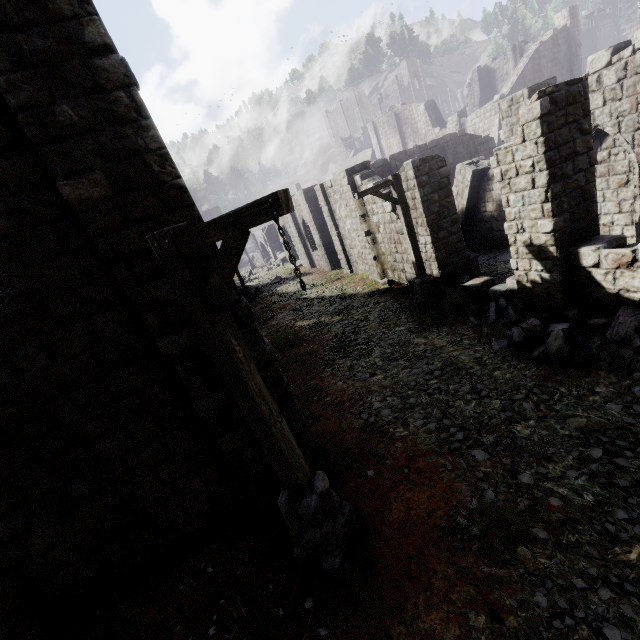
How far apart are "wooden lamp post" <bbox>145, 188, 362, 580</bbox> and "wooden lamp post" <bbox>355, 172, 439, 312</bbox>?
7.3 meters

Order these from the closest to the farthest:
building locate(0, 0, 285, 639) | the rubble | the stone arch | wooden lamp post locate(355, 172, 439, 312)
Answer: building locate(0, 0, 285, 639) → the rubble → wooden lamp post locate(355, 172, 439, 312) → the stone arch

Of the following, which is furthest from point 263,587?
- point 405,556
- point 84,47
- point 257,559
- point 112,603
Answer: point 84,47

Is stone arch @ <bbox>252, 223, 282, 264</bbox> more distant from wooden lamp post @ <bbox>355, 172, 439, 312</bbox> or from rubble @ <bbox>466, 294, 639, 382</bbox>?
rubble @ <bbox>466, 294, 639, 382</bbox>

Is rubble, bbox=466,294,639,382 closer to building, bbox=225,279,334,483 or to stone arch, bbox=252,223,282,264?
building, bbox=225,279,334,483

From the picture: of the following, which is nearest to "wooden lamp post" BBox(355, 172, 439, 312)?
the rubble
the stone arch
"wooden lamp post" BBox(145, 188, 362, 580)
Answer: the rubble

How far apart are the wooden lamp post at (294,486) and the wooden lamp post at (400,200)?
7.29m

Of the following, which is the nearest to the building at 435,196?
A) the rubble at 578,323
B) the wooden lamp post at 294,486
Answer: the rubble at 578,323
